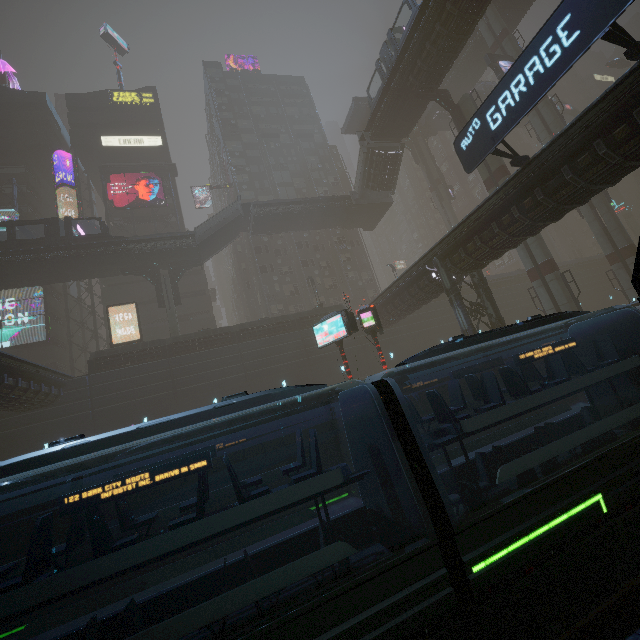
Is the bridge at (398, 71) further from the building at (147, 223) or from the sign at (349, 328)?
the sign at (349, 328)

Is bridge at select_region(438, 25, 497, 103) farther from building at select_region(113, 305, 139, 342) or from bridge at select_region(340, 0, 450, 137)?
bridge at select_region(340, 0, 450, 137)

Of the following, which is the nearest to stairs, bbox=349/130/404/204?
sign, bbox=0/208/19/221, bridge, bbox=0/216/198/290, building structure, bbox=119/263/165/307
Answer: bridge, bbox=0/216/198/290

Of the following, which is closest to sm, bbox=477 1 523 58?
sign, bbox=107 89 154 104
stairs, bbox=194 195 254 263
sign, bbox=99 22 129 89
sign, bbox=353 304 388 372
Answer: stairs, bbox=194 195 254 263

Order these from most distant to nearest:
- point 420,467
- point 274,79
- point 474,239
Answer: point 274,79
point 474,239
point 420,467

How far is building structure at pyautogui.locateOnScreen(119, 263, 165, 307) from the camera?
32.6m

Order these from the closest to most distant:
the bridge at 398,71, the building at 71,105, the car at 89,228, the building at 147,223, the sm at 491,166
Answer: the bridge at 398,71 < the sm at 491,166 < the car at 89,228 < the building at 71,105 < the building at 147,223

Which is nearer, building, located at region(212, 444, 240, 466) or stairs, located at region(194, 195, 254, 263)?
building, located at region(212, 444, 240, 466)
